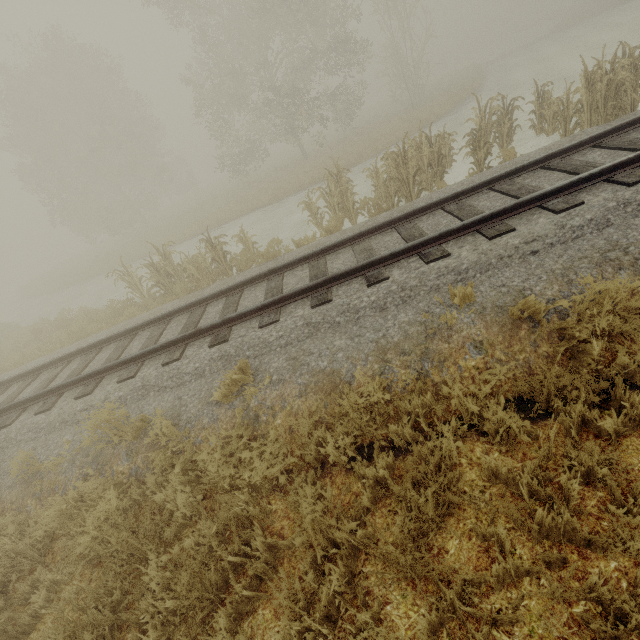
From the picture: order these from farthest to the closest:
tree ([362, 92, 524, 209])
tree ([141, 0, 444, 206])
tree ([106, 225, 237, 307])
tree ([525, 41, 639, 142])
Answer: tree ([141, 0, 444, 206])
tree ([106, 225, 237, 307])
tree ([362, 92, 524, 209])
tree ([525, 41, 639, 142])

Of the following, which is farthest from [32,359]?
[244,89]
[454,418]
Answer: [244,89]

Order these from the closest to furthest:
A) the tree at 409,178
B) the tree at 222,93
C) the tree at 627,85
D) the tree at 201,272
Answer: the tree at 627,85, the tree at 409,178, the tree at 201,272, the tree at 222,93

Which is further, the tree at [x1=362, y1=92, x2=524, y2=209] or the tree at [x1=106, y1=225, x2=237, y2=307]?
the tree at [x1=106, y1=225, x2=237, y2=307]

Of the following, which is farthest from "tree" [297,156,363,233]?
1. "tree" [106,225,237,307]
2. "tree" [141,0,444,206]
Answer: "tree" [141,0,444,206]

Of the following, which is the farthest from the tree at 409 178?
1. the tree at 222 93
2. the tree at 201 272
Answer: the tree at 222 93

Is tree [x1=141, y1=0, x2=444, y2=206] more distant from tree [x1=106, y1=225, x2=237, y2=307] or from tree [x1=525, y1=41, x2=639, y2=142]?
tree [x1=106, y1=225, x2=237, y2=307]
